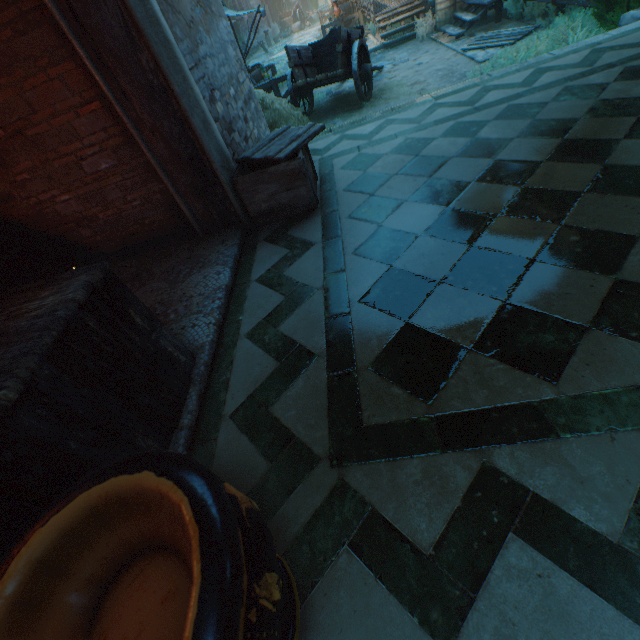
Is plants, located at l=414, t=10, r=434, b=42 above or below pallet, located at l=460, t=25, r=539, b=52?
above

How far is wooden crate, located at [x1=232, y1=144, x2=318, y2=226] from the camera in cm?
322

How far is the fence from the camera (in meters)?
10.45

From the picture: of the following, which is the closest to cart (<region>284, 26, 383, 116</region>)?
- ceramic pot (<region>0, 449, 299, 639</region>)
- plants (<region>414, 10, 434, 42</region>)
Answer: plants (<region>414, 10, 434, 42</region>)

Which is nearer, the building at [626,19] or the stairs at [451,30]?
the building at [626,19]

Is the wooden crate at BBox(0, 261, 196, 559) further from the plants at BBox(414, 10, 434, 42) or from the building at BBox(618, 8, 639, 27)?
the plants at BBox(414, 10, 434, 42)

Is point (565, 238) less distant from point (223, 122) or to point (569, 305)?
point (569, 305)

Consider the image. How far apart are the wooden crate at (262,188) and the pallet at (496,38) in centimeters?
868cm
